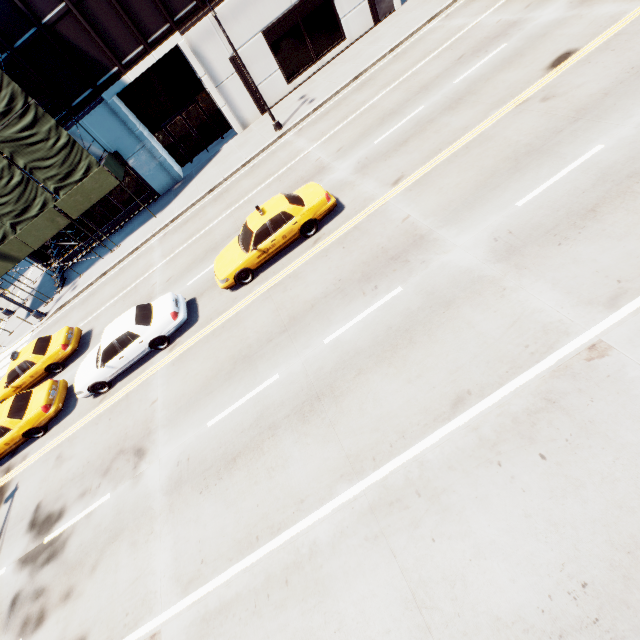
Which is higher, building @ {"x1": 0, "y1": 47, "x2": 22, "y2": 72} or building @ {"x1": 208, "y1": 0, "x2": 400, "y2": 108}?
building @ {"x1": 0, "y1": 47, "x2": 22, "y2": 72}

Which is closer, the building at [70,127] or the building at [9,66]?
the building at [9,66]

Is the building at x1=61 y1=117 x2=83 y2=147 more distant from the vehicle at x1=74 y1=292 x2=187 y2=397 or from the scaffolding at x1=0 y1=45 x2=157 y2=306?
the vehicle at x1=74 y1=292 x2=187 y2=397

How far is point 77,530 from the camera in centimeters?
905cm

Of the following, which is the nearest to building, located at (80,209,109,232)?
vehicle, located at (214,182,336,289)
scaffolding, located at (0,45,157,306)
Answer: scaffolding, located at (0,45,157,306)

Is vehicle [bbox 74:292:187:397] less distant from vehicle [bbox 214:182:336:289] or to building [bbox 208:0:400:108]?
vehicle [bbox 214:182:336:289]

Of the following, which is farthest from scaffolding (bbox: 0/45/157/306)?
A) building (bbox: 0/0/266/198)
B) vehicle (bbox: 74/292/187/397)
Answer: vehicle (bbox: 74/292/187/397)

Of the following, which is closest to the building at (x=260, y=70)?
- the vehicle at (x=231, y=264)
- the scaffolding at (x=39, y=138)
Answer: the scaffolding at (x=39, y=138)
